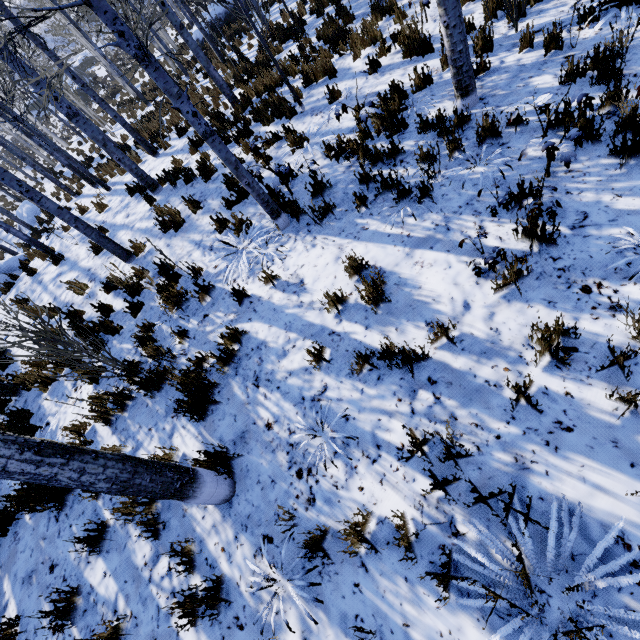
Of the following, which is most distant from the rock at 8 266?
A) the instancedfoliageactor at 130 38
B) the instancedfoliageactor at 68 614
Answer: the instancedfoliageactor at 68 614

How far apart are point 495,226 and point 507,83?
2.65m

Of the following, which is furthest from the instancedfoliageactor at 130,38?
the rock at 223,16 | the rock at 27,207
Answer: the rock at 223,16

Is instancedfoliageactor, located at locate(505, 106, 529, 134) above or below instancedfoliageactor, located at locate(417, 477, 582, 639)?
below

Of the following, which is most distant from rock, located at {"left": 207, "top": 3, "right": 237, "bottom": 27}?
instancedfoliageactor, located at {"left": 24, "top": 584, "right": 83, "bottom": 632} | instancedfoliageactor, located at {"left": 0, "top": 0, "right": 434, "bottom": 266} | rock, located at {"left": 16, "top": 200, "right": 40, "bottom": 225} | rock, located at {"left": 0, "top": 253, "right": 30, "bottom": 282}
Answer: instancedfoliageactor, located at {"left": 24, "top": 584, "right": 83, "bottom": 632}

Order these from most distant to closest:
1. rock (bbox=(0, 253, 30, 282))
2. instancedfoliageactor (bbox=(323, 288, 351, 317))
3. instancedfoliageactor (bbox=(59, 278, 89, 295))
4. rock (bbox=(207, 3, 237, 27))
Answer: rock (bbox=(207, 3, 237, 27)) → rock (bbox=(0, 253, 30, 282)) → instancedfoliageactor (bbox=(59, 278, 89, 295)) → instancedfoliageactor (bbox=(323, 288, 351, 317))

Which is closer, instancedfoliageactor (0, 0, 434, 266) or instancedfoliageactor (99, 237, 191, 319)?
instancedfoliageactor (0, 0, 434, 266)

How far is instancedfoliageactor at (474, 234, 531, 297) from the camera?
2.8 meters
